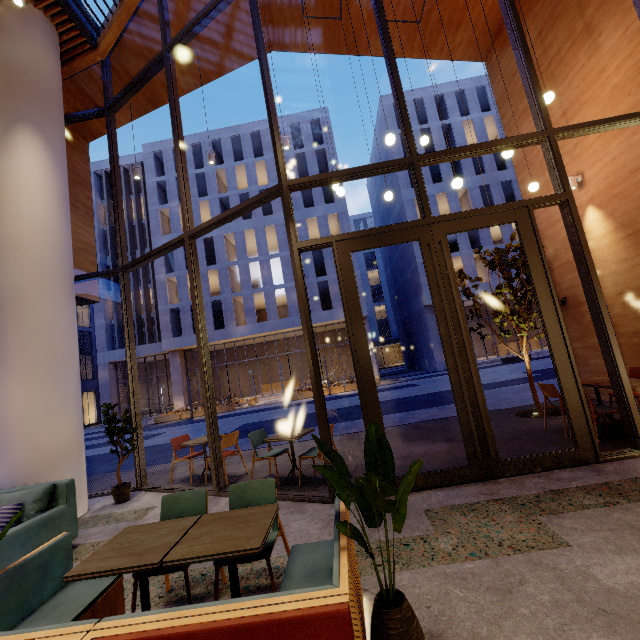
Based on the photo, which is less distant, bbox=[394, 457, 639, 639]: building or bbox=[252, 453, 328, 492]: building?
bbox=[394, 457, 639, 639]: building

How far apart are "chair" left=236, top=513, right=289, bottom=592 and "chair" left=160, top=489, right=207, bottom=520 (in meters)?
0.12

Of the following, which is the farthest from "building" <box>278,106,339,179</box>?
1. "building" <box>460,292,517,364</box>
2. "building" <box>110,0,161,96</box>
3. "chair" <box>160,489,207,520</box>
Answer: "chair" <box>160,489,207,520</box>

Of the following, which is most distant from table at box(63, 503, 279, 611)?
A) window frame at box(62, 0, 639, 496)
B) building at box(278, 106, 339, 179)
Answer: building at box(278, 106, 339, 179)

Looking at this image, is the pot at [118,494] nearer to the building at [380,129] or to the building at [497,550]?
the building at [497,550]

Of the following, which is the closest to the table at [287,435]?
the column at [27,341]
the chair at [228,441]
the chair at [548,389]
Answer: the chair at [228,441]

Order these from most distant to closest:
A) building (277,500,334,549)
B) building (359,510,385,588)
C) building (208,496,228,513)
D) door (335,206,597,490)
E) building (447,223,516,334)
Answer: building (447,223,516,334)
building (208,496,228,513)
door (335,206,597,490)
building (277,500,334,549)
building (359,510,385,588)

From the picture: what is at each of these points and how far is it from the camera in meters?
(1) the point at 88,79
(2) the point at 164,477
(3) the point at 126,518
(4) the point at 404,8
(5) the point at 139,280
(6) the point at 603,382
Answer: Result:
(1) building, 8.2
(2) building, 7.0
(3) building, 5.0
(4) building, 8.2
(5) building, 38.2
(6) table, 5.2
